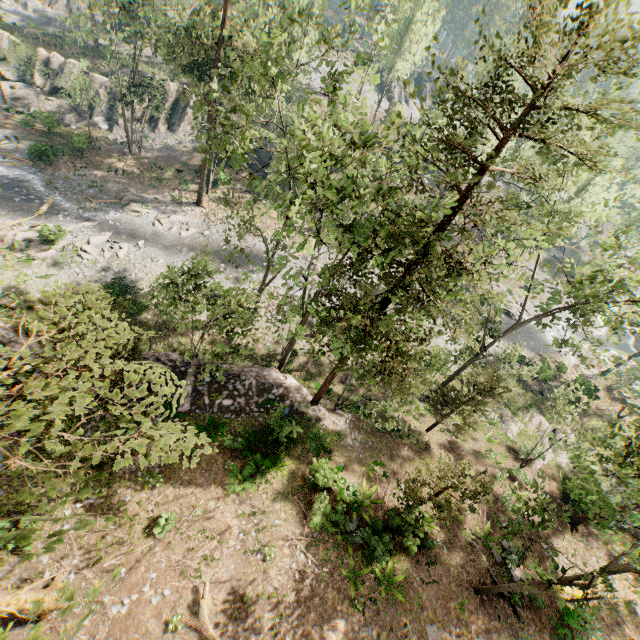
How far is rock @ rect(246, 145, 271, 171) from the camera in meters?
42.9 m

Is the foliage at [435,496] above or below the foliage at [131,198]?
above

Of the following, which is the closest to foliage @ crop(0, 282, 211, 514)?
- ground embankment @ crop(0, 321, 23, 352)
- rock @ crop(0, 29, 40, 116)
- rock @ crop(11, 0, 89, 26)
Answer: ground embankment @ crop(0, 321, 23, 352)

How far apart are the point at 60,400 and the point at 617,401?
53.4 meters

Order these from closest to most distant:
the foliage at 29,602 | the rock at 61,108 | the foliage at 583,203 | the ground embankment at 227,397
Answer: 1. the foliage at 29,602
2. the foliage at 583,203
3. the ground embankment at 227,397
4. the rock at 61,108

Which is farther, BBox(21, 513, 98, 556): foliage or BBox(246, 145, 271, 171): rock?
BBox(246, 145, 271, 171): rock

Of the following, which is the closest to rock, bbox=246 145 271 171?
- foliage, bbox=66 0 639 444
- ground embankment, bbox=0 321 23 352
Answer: foliage, bbox=66 0 639 444
